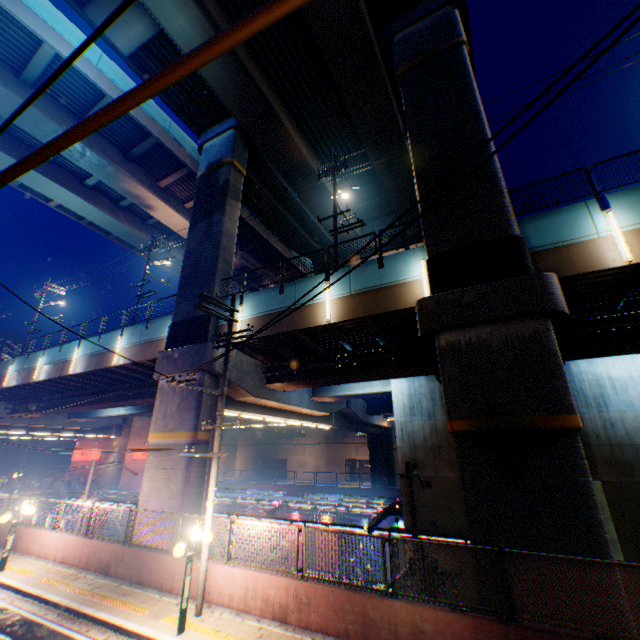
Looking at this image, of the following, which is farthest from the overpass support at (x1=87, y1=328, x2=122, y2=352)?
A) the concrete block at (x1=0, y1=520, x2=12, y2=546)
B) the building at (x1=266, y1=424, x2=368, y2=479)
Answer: the building at (x1=266, y1=424, x2=368, y2=479)

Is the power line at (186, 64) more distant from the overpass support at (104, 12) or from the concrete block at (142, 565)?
the overpass support at (104, 12)

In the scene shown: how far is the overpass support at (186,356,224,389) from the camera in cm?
1529

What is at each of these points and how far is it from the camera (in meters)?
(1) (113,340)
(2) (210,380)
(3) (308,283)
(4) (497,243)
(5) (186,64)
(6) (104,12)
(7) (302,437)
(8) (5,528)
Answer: (1) overpass support, 21.30
(2) overpass support, 15.59
(3) overpass support, 15.02
(4) overpass support, 10.76
(5) power line, 0.80
(6) overpass support, 16.89
(7) building, 57.84
(8) concrete block, 15.82

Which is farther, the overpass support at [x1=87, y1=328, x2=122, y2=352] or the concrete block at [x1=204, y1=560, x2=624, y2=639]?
the overpass support at [x1=87, y1=328, x2=122, y2=352]

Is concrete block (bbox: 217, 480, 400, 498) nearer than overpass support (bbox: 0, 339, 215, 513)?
No

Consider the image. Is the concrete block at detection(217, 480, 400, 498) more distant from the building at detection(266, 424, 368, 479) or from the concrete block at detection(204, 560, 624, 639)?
the concrete block at detection(204, 560, 624, 639)

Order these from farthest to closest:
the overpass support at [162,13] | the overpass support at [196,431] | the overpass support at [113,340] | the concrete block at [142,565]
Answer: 1. the overpass support at [113,340]
2. the overpass support at [162,13]
3. the overpass support at [196,431]
4. the concrete block at [142,565]
